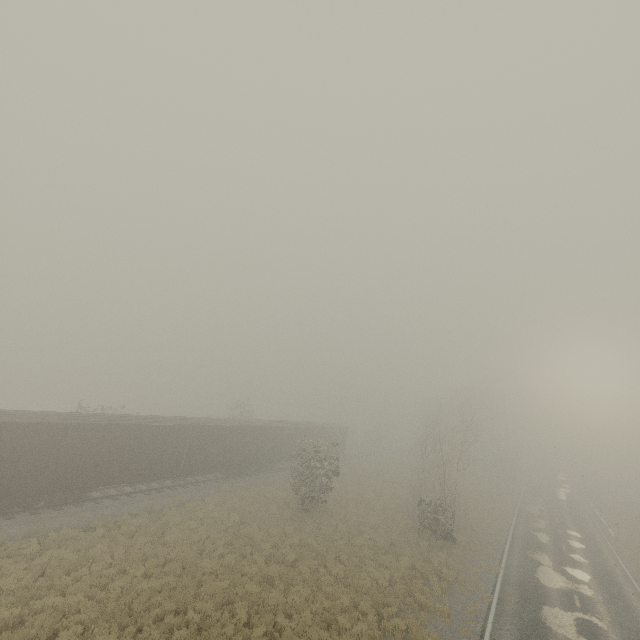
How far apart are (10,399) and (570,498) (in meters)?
95.21

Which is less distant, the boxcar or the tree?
the boxcar

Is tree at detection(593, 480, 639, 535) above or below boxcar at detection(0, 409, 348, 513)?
below

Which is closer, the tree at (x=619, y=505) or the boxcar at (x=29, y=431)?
the boxcar at (x=29, y=431)

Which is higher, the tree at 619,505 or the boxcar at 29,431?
the boxcar at 29,431
